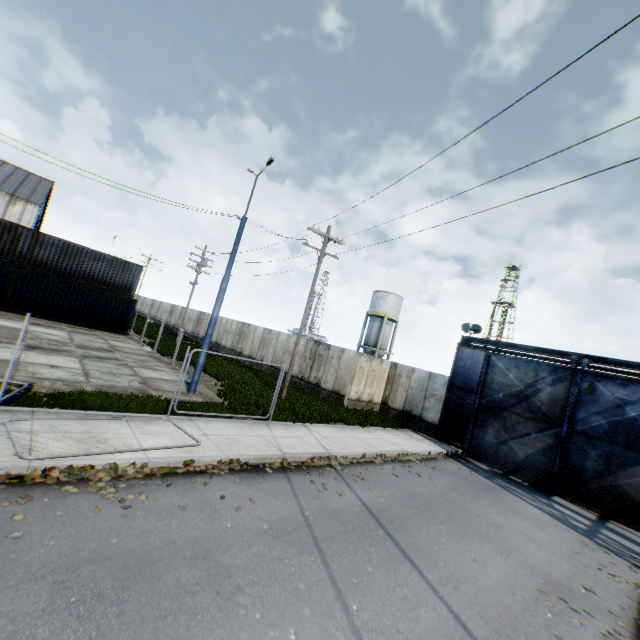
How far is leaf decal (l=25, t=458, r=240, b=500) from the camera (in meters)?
5.57

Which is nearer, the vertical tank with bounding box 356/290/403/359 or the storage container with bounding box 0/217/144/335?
the storage container with bounding box 0/217/144/335

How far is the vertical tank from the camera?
41.38m

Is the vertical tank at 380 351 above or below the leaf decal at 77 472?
above

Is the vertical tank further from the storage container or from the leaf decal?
the leaf decal

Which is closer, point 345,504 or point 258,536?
point 258,536

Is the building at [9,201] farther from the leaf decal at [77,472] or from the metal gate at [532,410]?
the metal gate at [532,410]

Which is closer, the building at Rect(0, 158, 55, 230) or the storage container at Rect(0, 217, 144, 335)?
the storage container at Rect(0, 217, 144, 335)
